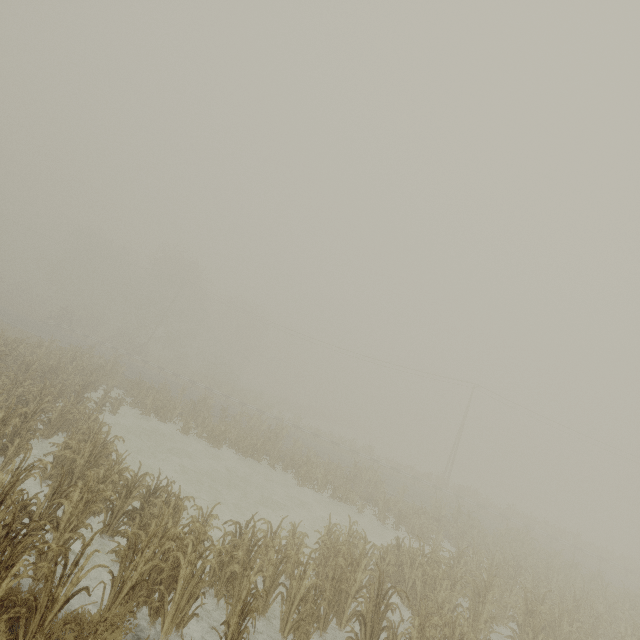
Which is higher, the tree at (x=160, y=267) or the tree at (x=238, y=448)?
the tree at (x=160, y=267)

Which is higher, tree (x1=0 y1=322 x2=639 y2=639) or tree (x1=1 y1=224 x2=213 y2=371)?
tree (x1=1 y1=224 x2=213 y2=371)

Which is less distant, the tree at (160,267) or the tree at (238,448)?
the tree at (238,448)

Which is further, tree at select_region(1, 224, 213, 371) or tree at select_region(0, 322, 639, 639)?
tree at select_region(1, 224, 213, 371)

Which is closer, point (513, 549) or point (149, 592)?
point (149, 592)
